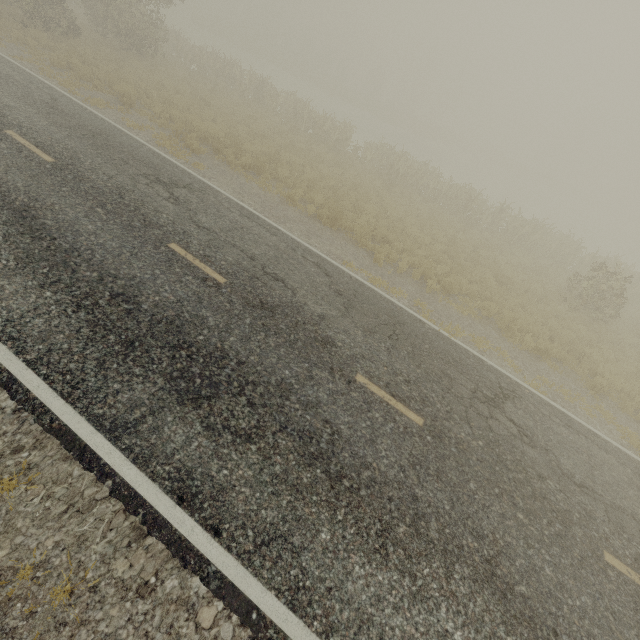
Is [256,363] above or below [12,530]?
above
